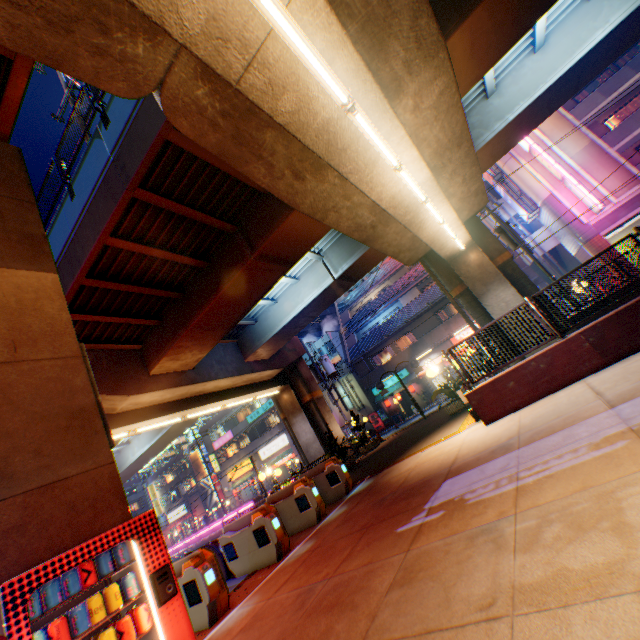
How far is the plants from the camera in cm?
1690

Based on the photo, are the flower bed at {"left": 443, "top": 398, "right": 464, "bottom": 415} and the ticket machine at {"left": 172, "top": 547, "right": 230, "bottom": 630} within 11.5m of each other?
yes

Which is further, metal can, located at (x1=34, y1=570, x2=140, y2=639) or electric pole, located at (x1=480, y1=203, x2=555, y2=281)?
electric pole, located at (x1=480, y1=203, x2=555, y2=281)

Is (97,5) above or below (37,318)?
above

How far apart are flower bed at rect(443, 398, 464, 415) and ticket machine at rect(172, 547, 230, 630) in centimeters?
1045cm

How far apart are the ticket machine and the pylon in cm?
2621

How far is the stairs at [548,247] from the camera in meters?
29.0 m

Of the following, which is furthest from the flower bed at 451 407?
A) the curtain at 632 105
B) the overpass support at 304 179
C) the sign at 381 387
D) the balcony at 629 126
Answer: the curtain at 632 105
